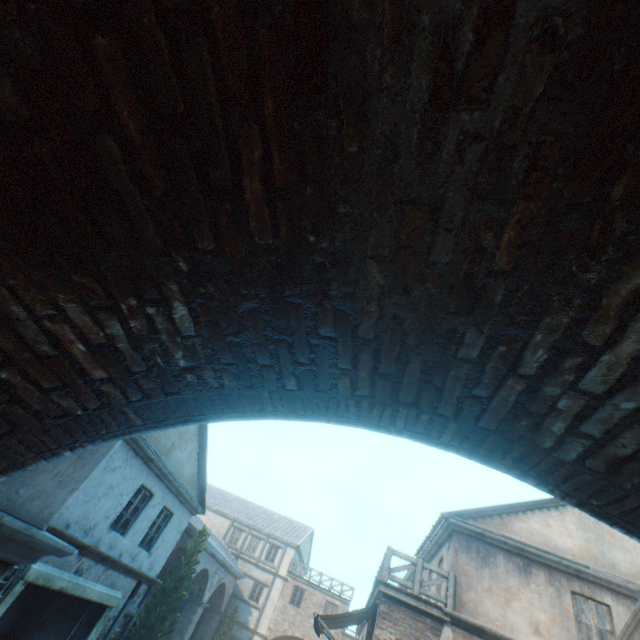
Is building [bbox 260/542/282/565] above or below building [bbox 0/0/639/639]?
above

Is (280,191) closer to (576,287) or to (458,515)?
(576,287)

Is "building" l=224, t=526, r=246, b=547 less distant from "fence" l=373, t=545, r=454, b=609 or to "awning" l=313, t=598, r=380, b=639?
"fence" l=373, t=545, r=454, b=609

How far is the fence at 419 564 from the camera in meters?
9.9

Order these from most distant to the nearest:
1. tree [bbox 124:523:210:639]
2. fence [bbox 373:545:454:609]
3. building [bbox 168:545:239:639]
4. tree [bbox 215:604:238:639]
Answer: tree [bbox 215:604:238:639]
building [bbox 168:545:239:639]
tree [bbox 124:523:210:639]
fence [bbox 373:545:454:609]

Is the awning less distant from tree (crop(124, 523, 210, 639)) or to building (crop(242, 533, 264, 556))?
tree (crop(124, 523, 210, 639))

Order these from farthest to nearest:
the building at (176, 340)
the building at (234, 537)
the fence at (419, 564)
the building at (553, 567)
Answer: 1. the building at (234, 537)
2. the fence at (419, 564)
3. the building at (553, 567)
4. the building at (176, 340)

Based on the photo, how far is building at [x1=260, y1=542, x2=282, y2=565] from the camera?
30.10m
